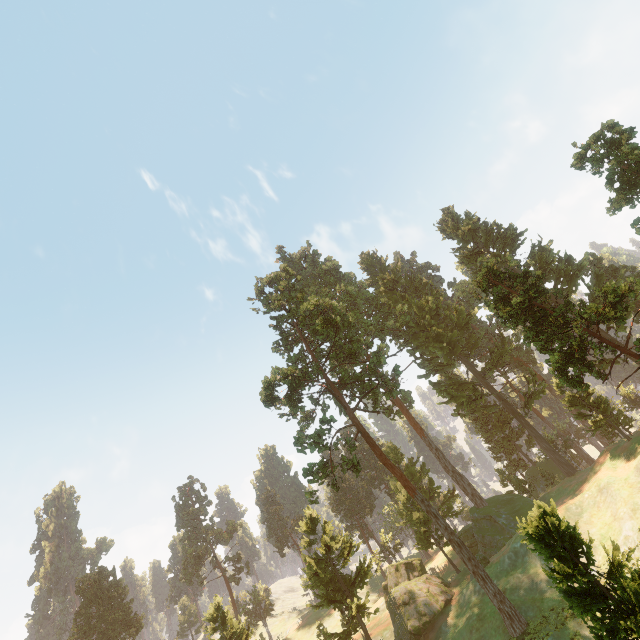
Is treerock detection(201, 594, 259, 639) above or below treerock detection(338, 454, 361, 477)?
below

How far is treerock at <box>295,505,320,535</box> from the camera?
39.2 meters

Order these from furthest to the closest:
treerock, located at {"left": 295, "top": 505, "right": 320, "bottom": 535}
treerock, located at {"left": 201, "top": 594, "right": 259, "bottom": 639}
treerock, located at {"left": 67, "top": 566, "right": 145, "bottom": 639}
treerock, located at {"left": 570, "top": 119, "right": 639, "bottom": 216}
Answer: treerock, located at {"left": 67, "top": 566, "right": 145, "bottom": 639}, treerock, located at {"left": 295, "top": 505, "right": 320, "bottom": 535}, treerock, located at {"left": 201, "top": 594, "right": 259, "bottom": 639}, treerock, located at {"left": 570, "top": 119, "right": 639, "bottom": 216}

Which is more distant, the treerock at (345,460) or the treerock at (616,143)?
the treerock at (345,460)

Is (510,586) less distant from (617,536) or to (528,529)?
(617,536)

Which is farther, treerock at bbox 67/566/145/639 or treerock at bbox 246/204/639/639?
treerock at bbox 67/566/145/639

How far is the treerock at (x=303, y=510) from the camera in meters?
39.2 m
